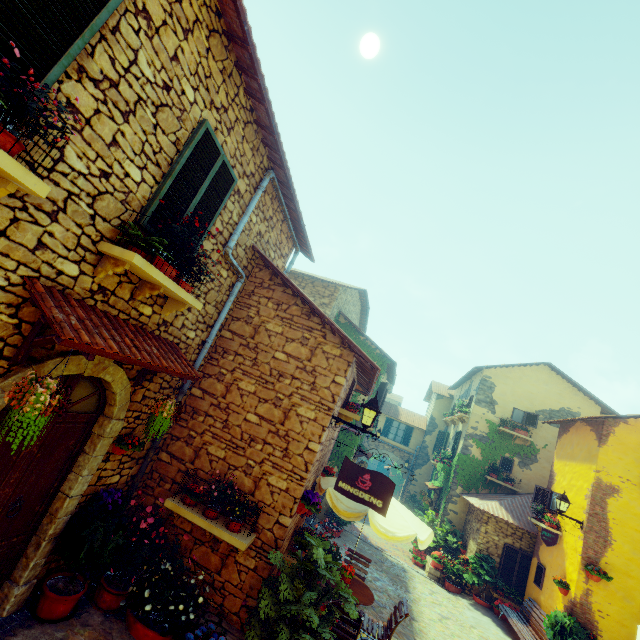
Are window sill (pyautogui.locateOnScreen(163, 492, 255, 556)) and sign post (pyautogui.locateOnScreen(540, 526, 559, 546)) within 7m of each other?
no

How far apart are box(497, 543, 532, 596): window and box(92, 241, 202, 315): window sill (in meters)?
14.98

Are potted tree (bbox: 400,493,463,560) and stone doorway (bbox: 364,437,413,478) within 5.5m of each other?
no

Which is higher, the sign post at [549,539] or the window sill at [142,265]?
the window sill at [142,265]

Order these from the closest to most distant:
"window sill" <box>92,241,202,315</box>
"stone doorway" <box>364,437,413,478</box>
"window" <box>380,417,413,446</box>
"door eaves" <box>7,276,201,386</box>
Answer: "door eaves" <box>7,276,201,386</box>
"window sill" <box>92,241,202,315</box>
"stone doorway" <box>364,437,413,478</box>
"window" <box>380,417,413,446</box>

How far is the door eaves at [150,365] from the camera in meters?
2.8 m

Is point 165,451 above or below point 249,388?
below

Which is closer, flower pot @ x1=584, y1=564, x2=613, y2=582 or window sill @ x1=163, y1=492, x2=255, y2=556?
window sill @ x1=163, y1=492, x2=255, y2=556
